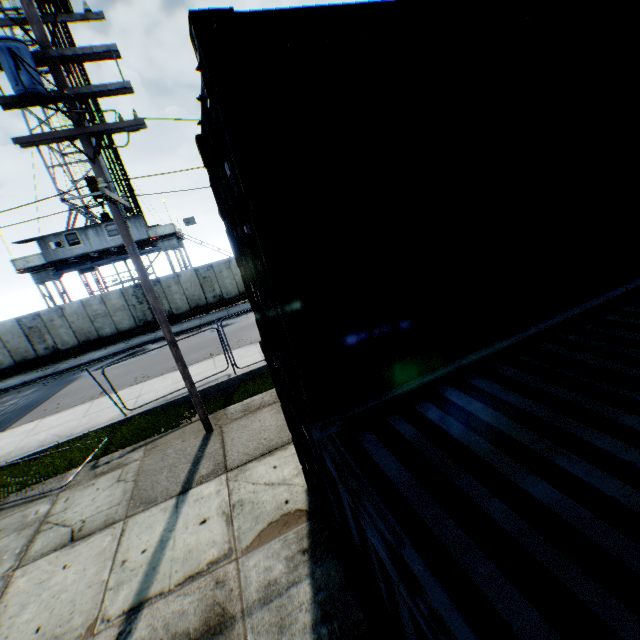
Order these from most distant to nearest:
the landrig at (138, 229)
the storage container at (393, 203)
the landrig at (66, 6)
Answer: the landrig at (138, 229)
the landrig at (66, 6)
the storage container at (393, 203)

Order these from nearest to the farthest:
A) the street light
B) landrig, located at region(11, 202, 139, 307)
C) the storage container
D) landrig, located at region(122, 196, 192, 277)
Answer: the storage container, the street light, landrig, located at region(11, 202, 139, 307), landrig, located at region(122, 196, 192, 277)

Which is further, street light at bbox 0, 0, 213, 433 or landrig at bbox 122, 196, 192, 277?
landrig at bbox 122, 196, 192, 277

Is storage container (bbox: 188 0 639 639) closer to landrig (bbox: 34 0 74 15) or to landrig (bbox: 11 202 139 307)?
landrig (bbox: 11 202 139 307)

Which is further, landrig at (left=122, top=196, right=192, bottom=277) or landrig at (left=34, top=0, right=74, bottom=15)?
landrig at (left=122, top=196, right=192, bottom=277)

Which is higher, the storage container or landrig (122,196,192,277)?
landrig (122,196,192,277)

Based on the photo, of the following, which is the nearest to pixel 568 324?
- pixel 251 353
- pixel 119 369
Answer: pixel 251 353

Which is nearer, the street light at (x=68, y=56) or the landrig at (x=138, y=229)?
the street light at (x=68, y=56)
